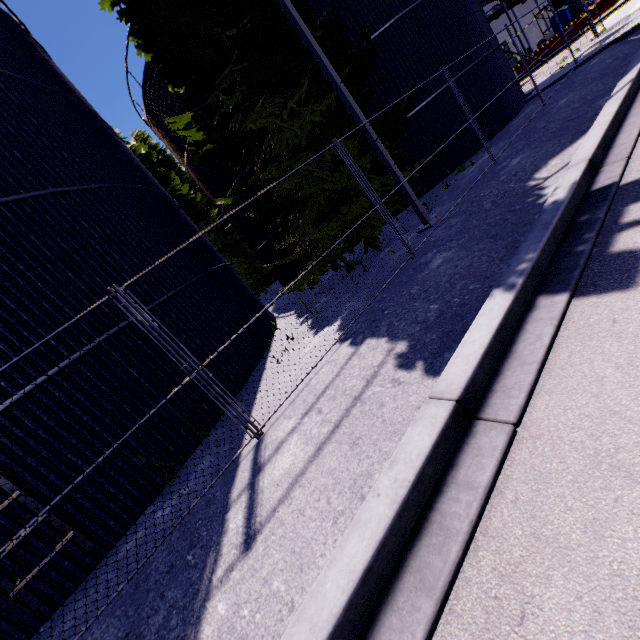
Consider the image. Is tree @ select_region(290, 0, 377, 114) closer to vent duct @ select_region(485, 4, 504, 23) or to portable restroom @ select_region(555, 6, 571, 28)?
vent duct @ select_region(485, 4, 504, 23)

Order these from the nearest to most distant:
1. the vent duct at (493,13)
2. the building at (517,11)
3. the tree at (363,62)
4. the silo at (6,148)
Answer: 1. the silo at (6,148)
2. the tree at (363,62)
3. the vent duct at (493,13)
4. the building at (517,11)

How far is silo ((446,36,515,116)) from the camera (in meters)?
13.45

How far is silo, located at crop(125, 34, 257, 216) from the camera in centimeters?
1493cm

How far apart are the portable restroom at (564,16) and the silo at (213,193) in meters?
41.1 m

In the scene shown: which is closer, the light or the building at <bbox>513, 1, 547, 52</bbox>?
the light

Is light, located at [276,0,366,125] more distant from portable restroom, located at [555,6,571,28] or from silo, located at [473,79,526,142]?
portable restroom, located at [555,6,571,28]

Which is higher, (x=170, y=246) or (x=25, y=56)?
(x=25, y=56)
